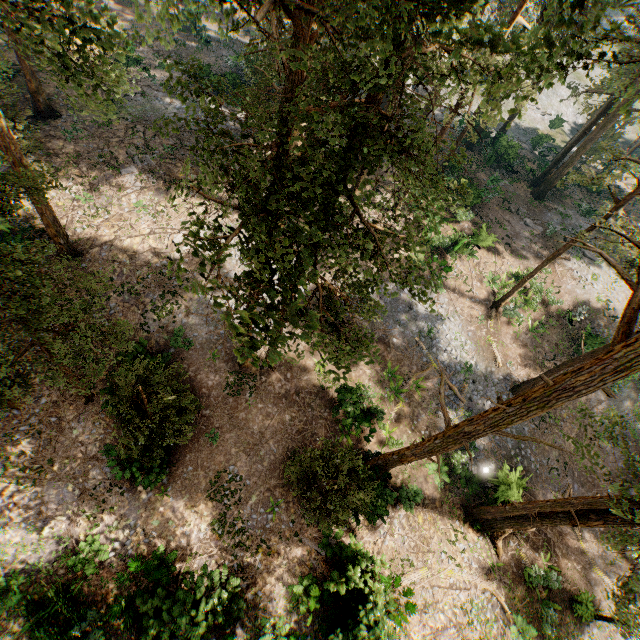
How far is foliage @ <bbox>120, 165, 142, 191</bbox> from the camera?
21.31m

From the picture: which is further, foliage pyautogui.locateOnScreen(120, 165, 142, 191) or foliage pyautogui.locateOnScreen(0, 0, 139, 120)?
foliage pyautogui.locateOnScreen(120, 165, 142, 191)

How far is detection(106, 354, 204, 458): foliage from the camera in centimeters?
1170cm

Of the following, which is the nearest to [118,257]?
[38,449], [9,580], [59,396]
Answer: [59,396]

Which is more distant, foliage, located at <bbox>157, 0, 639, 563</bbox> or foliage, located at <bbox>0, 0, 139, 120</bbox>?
foliage, located at <bbox>0, 0, 139, 120</bbox>

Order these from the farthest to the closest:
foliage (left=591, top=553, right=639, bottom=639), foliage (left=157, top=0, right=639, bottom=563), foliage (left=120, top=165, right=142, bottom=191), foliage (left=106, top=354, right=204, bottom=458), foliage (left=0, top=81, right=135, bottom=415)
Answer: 1. foliage (left=120, top=165, right=142, bottom=191)
2. foliage (left=106, top=354, right=204, bottom=458)
3. foliage (left=591, top=553, right=639, bottom=639)
4. foliage (left=0, top=81, right=135, bottom=415)
5. foliage (left=157, top=0, right=639, bottom=563)

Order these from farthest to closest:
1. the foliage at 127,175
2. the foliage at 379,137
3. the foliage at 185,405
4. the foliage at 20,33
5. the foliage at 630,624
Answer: the foliage at 127,175
the foliage at 185,405
the foliage at 630,624
the foliage at 20,33
the foliage at 379,137

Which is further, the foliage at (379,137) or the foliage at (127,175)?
the foliage at (127,175)
